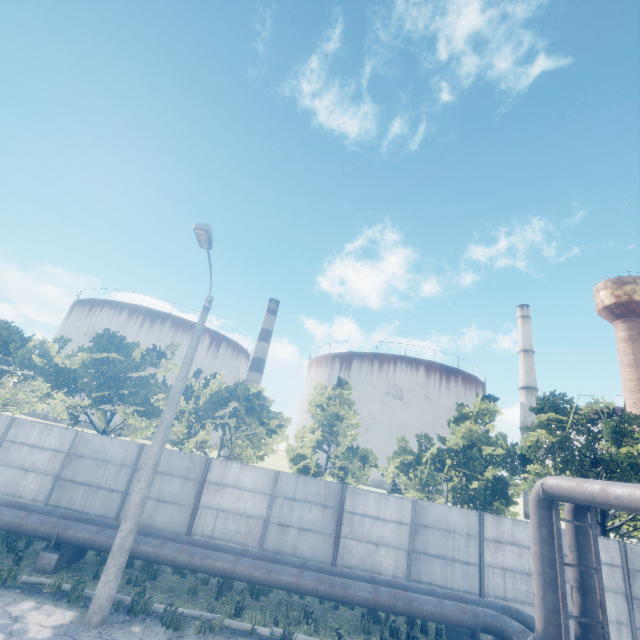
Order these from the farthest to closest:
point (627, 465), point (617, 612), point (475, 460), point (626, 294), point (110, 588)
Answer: point (626, 294) < point (475, 460) < point (627, 465) < point (617, 612) < point (110, 588)

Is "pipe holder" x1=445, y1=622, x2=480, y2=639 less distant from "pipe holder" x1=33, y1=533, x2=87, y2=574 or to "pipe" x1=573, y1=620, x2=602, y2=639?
"pipe" x1=573, y1=620, x2=602, y2=639

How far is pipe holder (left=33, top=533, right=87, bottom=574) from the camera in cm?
953

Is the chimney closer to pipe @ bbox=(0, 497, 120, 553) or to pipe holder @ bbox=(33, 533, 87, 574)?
pipe @ bbox=(0, 497, 120, 553)

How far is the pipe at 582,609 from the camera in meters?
8.3 m

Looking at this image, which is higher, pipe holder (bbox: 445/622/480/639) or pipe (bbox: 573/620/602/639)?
pipe (bbox: 573/620/602/639)

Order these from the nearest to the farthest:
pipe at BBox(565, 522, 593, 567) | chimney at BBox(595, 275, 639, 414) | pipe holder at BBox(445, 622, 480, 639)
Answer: pipe at BBox(565, 522, 593, 567)
pipe holder at BBox(445, 622, 480, 639)
chimney at BBox(595, 275, 639, 414)

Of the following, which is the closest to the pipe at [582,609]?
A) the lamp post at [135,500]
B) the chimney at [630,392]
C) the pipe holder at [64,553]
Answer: the pipe holder at [64,553]
